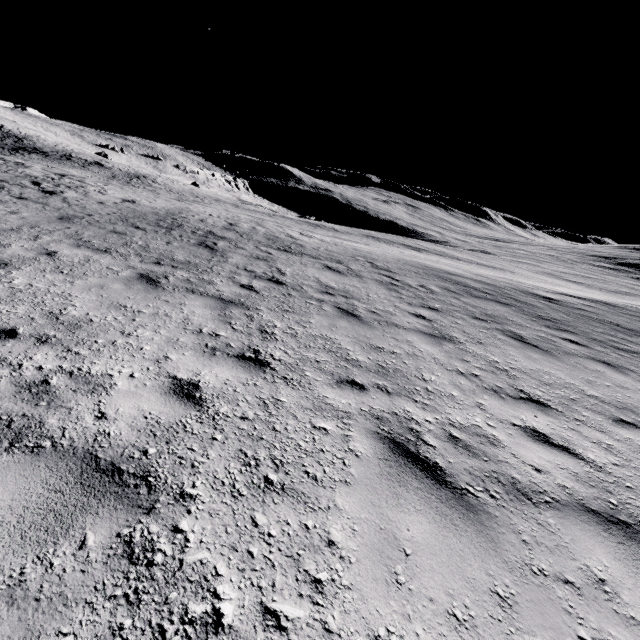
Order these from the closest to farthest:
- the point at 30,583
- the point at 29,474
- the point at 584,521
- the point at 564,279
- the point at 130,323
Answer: the point at 30,583
the point at 29,474
the point at 584,521
the point at 130,323
the point at 564,279
